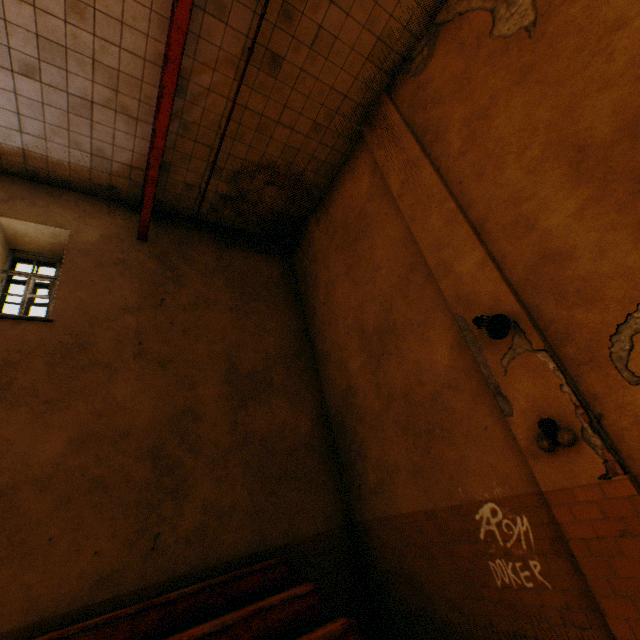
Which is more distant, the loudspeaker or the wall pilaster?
the loudspeaker

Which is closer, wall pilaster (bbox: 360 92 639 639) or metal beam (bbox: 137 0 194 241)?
wall pilaster (bbox: 360 92 639 639)

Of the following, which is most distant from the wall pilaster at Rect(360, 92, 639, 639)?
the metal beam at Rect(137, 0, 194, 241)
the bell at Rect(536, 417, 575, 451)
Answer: the metal beam at Rect(137, 0, 194, 241)

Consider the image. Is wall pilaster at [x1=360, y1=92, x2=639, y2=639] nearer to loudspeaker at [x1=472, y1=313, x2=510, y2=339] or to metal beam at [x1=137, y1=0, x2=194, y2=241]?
loudspeaker at [x1=472, y1=313, x2=510, y2=339]

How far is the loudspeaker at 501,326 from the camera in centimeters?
370cm

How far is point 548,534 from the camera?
3.4 meters

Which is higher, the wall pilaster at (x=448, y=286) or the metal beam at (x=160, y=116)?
the metal beam at (x=160, y=116)
